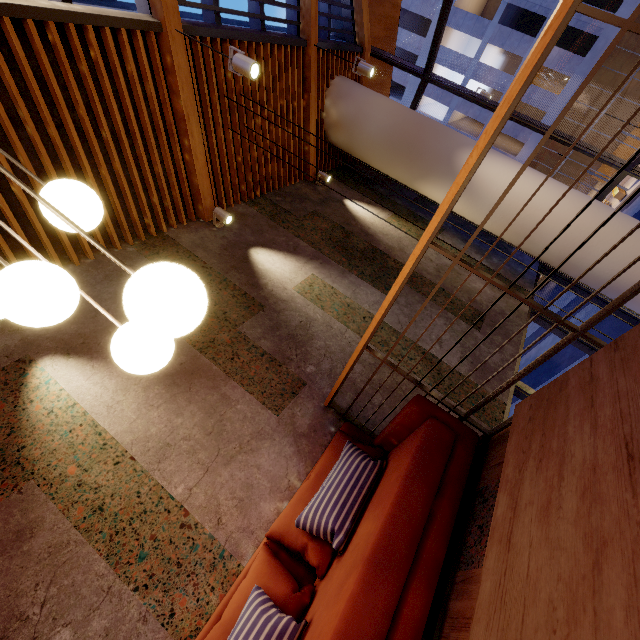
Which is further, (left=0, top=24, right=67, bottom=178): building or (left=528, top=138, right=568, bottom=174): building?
(left=528, top=138, right=568, bottom=174): building

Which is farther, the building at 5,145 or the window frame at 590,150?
the window frame at 590,150

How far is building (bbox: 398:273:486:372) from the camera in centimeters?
398cm

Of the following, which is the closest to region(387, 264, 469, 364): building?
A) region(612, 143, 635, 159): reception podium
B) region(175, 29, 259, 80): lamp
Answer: region(175, 29, 259, 80): lamp

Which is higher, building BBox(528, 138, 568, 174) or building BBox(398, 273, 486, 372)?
building BBox(398, 273, 486, 372)

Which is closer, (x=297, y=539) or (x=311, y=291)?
(x=297, y=539)

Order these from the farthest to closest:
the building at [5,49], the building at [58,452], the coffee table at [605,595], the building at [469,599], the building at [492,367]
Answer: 1. the building at [492,367]
2. the building at [5,49]
3. the building at [58,452]
4. the building at [469,599]
5. the coffee table at [605,595]

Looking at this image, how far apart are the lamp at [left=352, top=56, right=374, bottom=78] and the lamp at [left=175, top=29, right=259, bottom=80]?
2.5 meters
